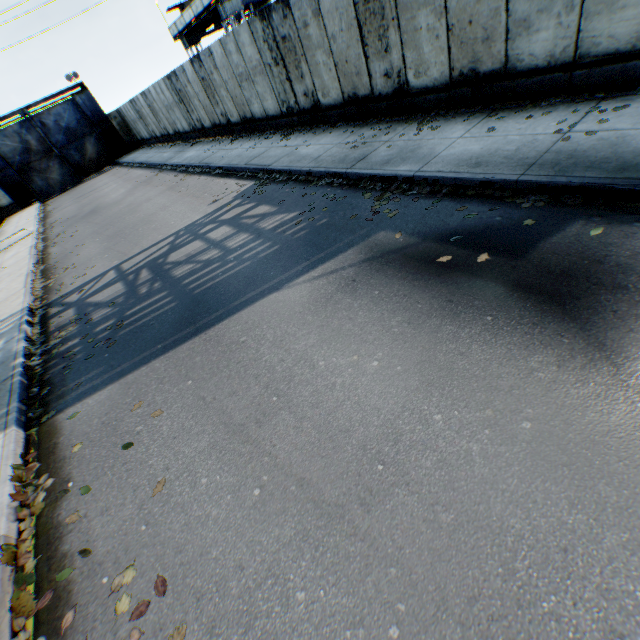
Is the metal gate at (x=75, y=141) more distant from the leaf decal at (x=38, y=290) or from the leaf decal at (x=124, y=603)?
the leaf decal at (x=124, y=603)

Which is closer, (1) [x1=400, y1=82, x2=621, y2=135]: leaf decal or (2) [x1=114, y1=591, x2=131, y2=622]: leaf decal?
(2) [x1=114, y1=591, x2=131, y2=622]: leaf decal

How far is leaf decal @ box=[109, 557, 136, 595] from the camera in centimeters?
276cm

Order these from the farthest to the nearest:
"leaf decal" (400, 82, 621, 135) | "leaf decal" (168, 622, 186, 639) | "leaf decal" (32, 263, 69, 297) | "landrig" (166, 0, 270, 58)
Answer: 1. "landrig" (166, 0, 270, 58)
2. "leaf decal" (32, 263, 69, 297)
3. "leaf decal" (400, 82, 621, 135)
4. "leaf decal" (168, 622, 186, 639)

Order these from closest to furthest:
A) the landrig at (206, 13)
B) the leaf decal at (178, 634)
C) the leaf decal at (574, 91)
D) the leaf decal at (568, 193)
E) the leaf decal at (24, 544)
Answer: the leaf decal at (178, 634), the leaf decal at (24, 544), the leaf decal at (568, 193), the leaf decal at (574, 91), the landrig at (206, 13)

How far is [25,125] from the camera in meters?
27.5

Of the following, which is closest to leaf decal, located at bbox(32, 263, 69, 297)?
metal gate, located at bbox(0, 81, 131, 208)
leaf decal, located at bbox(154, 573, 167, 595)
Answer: leaf decal, located at bbox(154, 573, 167, 595)

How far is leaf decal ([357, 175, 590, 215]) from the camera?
4.3 meters
